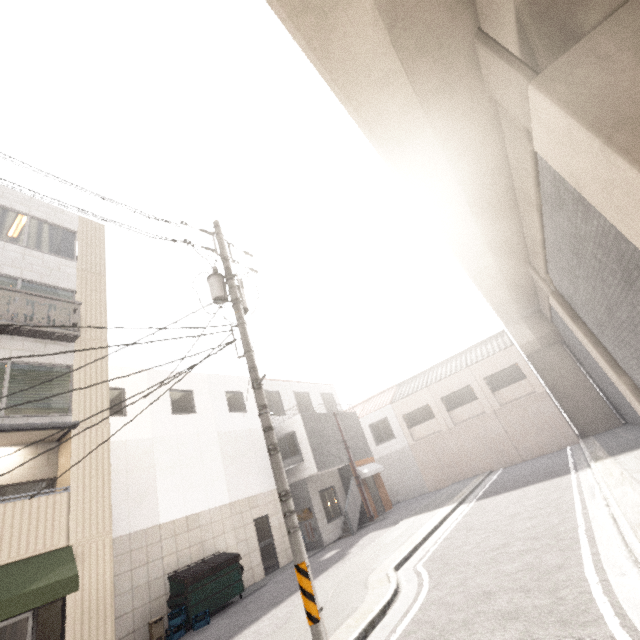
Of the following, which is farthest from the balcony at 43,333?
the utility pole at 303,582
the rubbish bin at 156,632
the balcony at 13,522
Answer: the rubbish bin at 156,632

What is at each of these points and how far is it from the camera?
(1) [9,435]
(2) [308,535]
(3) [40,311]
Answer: (1) awning, 8.2m
(2) sign, 15.4m
(3) balcony, 9.8m

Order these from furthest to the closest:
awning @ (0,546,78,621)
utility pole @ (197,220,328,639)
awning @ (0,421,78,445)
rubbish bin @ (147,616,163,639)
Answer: rubbish bin @ (147,616,163,639) → awning @ (0,421,78,445) → awning @ (0,546,78,621) → utility pole @ (197,220,328,639)

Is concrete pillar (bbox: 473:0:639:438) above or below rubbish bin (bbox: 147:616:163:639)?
above

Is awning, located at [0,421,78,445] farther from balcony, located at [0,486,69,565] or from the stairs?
the stairs

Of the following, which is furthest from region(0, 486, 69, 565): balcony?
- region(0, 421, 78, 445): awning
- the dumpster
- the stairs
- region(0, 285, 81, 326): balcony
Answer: the stairs

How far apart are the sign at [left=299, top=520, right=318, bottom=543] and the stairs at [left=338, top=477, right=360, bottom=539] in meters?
1.4

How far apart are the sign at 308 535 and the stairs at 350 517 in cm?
136
